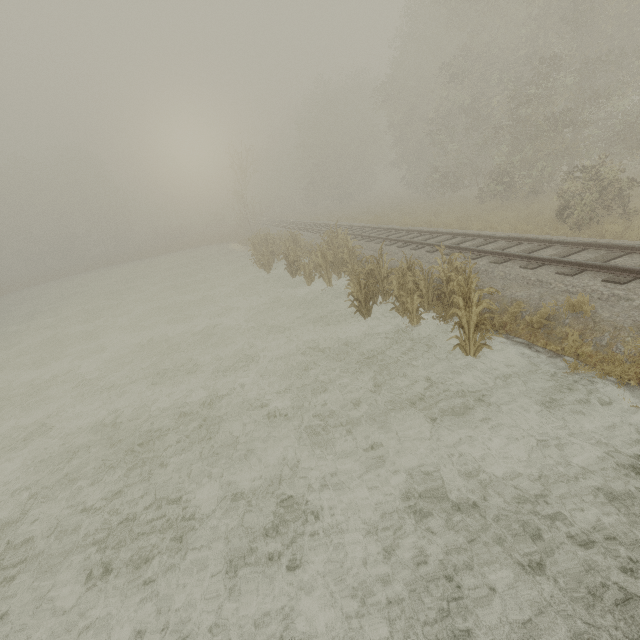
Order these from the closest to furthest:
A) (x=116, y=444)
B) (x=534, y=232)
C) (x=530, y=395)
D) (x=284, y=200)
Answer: (x=530, y=395), (x=116, y=444), (x=534, y=232), (x=284, y=200)
